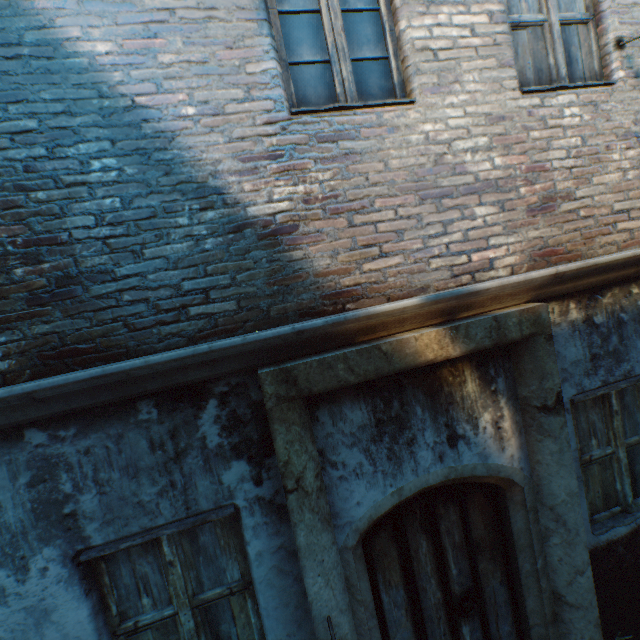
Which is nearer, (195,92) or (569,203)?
(195,92)
